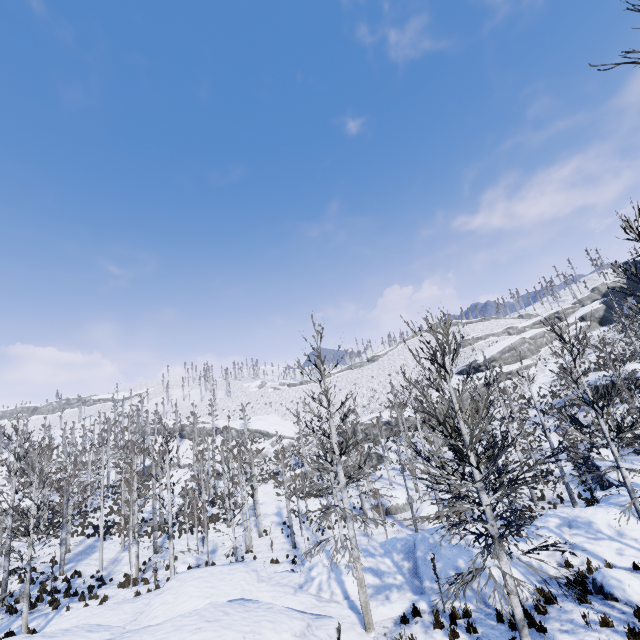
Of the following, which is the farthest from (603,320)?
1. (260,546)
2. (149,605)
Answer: (149,605)

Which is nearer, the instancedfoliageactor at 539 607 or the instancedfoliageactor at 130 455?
the instancedfoliageactor at 539 607

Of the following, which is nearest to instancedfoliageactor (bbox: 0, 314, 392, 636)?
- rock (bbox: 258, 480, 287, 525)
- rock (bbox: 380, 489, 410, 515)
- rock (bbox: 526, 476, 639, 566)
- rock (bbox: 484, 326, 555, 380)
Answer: Result: rock (bbox: 526, 476, 639, 566)

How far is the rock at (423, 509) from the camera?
25.9 meters

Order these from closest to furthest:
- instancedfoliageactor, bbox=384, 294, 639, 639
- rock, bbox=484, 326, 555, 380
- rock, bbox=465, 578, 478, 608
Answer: instancedfoliageactor, bbox=384, 294, 639, 639 < rock, bbox=465, 578, 478, 608 < rock, bbox=484, 326, 555, 380

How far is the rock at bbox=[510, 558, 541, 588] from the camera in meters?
11.5

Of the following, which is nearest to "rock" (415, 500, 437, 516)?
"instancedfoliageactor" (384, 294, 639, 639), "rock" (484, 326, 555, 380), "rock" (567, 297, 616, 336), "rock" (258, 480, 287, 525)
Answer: "instancedfoliageactor" (384, 294, 639, 639)

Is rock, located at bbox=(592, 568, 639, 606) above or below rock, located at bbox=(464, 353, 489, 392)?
below
